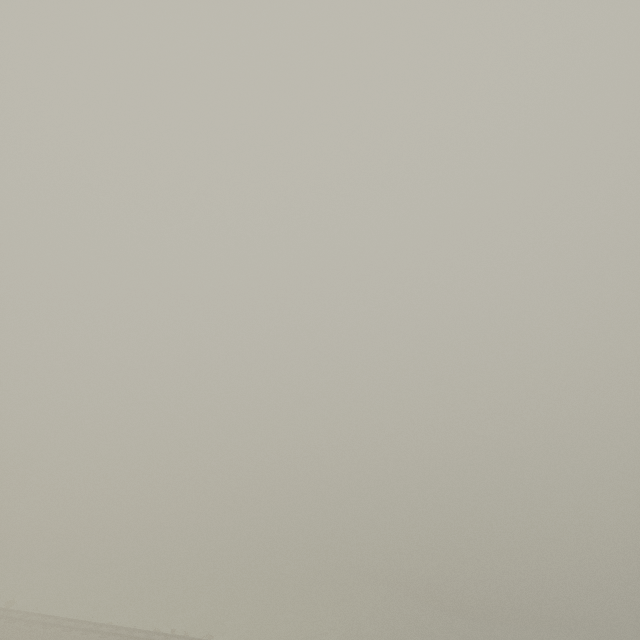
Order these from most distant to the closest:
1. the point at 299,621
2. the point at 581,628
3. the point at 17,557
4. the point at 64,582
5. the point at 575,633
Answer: the point at 581,628 < the point at 575,633 < the point at 17,557 < the point at 64,582 < the point at 299,621
